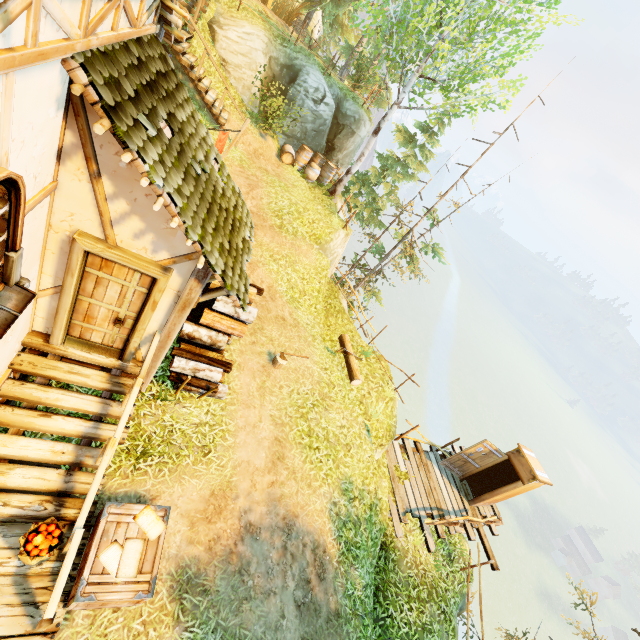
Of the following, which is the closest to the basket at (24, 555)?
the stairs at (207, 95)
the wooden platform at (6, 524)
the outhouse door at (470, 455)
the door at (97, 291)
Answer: the wooden platform at (6, 524)

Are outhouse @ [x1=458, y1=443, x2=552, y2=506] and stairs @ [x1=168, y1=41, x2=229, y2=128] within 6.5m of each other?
no

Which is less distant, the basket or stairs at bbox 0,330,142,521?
the basket

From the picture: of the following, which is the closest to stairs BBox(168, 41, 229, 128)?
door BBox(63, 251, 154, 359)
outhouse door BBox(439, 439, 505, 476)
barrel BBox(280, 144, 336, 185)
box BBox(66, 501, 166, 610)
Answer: barrel BBox(280, 144, 336, 185)

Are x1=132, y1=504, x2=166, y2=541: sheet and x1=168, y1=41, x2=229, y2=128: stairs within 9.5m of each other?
no

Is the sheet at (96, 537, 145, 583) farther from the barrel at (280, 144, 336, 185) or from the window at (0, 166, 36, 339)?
the barrel at (280, 144, 336, 185)

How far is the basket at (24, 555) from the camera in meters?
4.0 m

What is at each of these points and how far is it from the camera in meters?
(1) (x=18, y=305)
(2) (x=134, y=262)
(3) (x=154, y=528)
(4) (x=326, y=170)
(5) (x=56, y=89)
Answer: (1) window, 3.3 m
(2) doorway, 4.3 m
(3) sheet, 4.9 m
(4) barrel, 15.9 m
(5) building, 2.9 m
